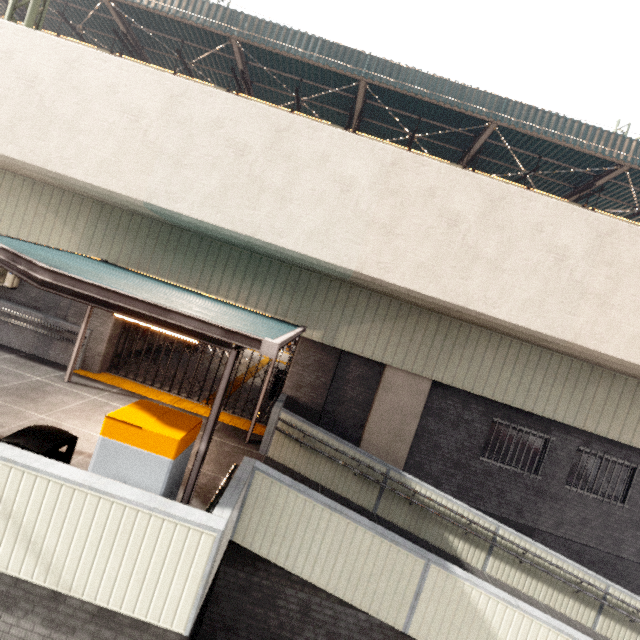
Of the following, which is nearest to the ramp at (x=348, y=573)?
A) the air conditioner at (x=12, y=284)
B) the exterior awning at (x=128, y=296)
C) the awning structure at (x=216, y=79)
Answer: the exterior awning at (x=128, y=296)

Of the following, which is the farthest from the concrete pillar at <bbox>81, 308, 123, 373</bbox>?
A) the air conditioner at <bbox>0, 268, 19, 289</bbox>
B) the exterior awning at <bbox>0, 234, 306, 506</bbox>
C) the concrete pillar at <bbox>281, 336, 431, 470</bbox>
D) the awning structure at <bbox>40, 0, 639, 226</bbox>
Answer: the awning structure at <bbox>40, 0, 639, 226</bbox>

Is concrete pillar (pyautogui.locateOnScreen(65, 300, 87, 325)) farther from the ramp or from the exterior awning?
the ramp

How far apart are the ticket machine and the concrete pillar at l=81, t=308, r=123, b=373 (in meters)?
6.32

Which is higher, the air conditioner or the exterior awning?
the exterior awning

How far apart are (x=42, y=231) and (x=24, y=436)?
7.77m

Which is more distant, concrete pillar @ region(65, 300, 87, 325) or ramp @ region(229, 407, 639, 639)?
concrete pillar @ region(65, 300, 87, 325)

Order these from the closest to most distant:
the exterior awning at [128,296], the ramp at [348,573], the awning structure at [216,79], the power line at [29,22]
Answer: the exterior awning at [128,296]
the ramp at [348,573]
the power line at [29,22]
the awning structure at [216,79]
